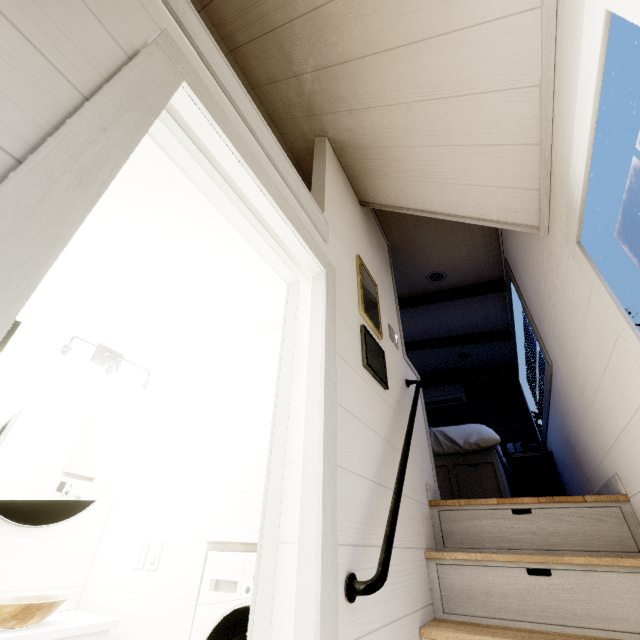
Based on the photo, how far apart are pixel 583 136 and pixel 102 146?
1.3 meters
